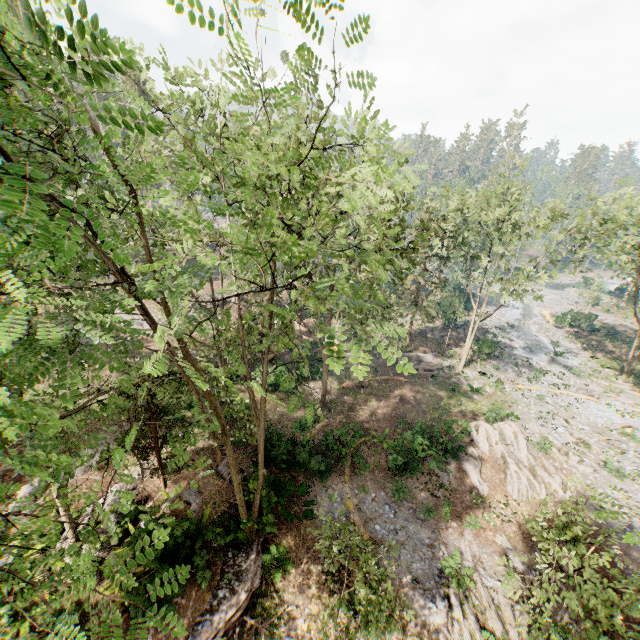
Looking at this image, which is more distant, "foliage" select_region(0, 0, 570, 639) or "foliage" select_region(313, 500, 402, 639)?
"foliage" select_region(313, 500, 402, 639)

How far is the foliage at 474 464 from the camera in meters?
20.5 m

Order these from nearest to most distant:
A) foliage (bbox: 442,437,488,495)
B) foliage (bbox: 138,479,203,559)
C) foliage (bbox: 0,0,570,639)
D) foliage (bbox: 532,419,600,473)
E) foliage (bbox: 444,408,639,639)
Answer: foliage (bbox: 0,0,570,639), foliage (bbox: 138,479,203,559), foliage (bbox: 444,408,639,639), foliage (bbox: 442,437,488,495), foliage (bbox: 532,419,600,473)

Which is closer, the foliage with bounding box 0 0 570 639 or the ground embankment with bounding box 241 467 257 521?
the foliage with bounding box 0 0 570 639

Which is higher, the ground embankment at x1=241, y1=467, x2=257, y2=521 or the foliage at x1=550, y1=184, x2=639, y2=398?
the foliage at x1=550, y1=184, x2=639, y2=398

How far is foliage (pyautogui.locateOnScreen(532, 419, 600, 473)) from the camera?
22.00m

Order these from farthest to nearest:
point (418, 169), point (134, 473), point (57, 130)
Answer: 1. point (134, 473)
2. point (57, 130)
3. point (418, 169)

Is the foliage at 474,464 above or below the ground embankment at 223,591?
below
